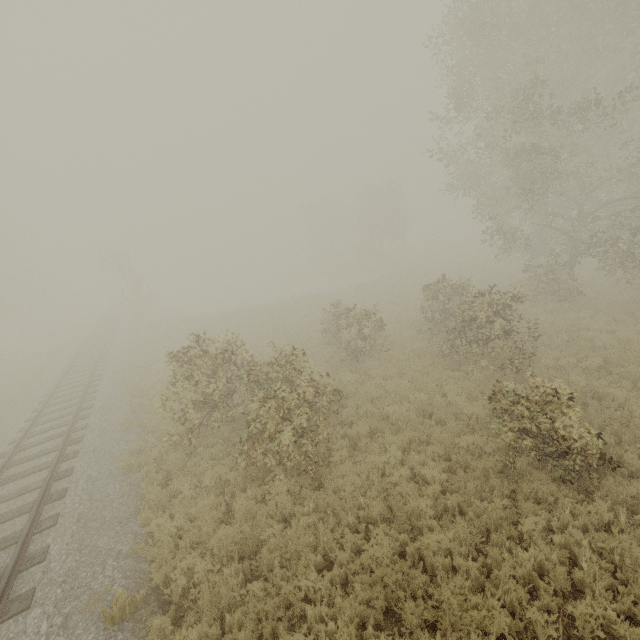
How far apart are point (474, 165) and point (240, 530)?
19.7 meters

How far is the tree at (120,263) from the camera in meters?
33.8 m

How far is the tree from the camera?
33.8m
